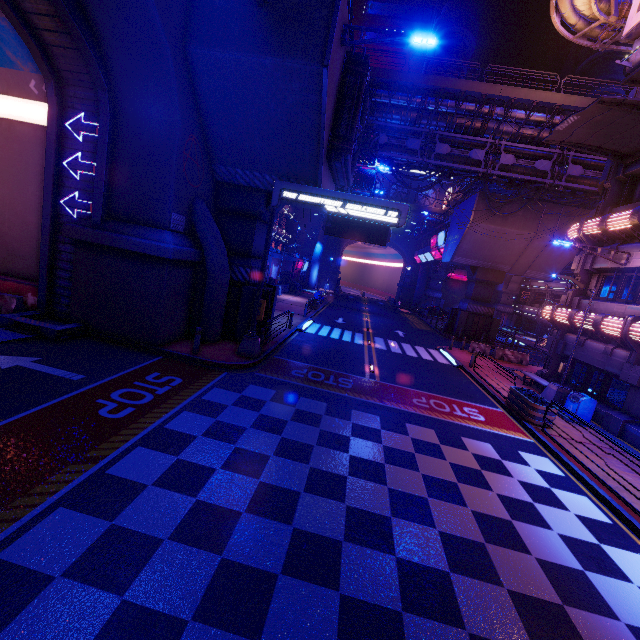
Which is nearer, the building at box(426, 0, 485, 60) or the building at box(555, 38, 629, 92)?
the building at box(555, 38, 629, 92)

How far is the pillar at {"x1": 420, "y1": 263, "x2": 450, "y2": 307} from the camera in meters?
57.7 m

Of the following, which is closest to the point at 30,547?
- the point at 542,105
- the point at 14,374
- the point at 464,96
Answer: the point at 14,374

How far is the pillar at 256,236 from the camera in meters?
15.0

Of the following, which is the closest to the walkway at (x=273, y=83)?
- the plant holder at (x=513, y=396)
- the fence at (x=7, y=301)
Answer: the fence at (x=7, y=301)

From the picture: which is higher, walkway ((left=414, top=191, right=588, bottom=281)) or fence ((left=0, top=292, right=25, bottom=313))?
walkway ((left=414, top=191, right=588, bottom=281))

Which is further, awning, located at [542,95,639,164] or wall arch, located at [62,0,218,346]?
awning, located at [542,95,639,164]

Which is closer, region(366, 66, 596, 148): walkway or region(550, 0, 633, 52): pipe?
region(550, 0, 633, 52): pipe
